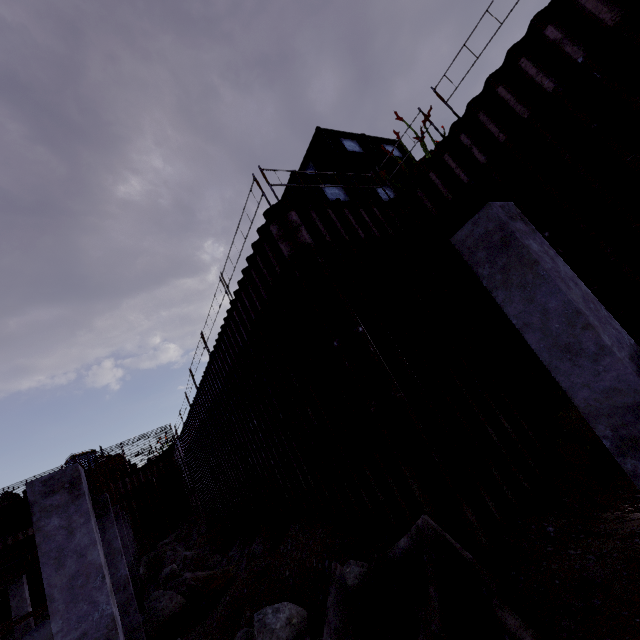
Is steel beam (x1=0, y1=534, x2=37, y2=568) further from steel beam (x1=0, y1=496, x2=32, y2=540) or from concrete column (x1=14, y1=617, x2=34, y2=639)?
concrete column (x1=14, y1=617, x2=34, y2=639)

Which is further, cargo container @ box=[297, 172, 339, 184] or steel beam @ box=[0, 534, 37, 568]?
cargo container @ box=[297, 172, 339, 184]

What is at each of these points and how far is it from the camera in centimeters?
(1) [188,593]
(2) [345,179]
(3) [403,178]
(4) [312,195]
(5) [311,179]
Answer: (1) compgrassrocksplants, 1004cm
(2) cargo container, 1105cm
(3) cargo container, 1298cm
(4) cargo container, 978cm
(5) cargo container, 1015cm

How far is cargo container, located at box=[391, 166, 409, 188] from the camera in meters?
12.5

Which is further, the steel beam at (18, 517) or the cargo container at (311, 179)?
the cargo container at (311, 179)

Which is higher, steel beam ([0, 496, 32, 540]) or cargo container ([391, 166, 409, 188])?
cargo container ([391, 166, 409, 188])

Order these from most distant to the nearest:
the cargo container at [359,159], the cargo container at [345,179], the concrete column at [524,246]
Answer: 1. the cargo container at [359,159]
2. the cargo container at [345,179]
3. the concrete column at [524,246]

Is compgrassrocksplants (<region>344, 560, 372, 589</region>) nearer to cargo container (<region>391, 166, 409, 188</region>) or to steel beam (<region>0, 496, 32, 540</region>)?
steel beam (<region>0, 496, 32, 540</region>)
